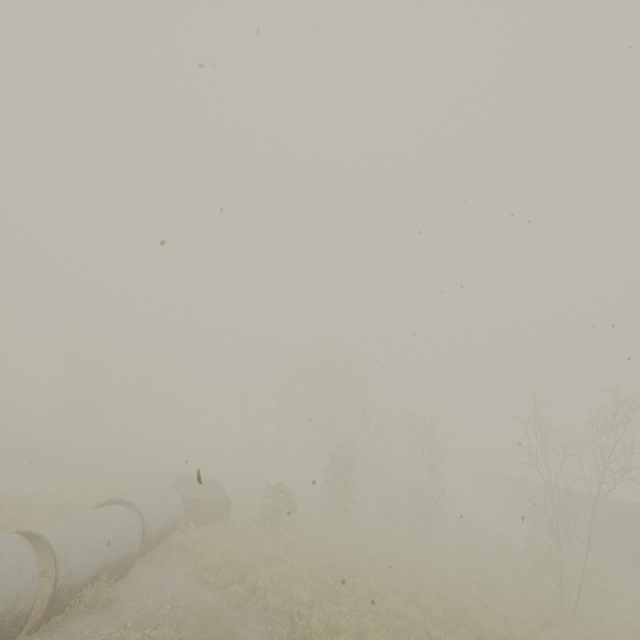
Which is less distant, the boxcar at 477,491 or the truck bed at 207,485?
the truck bed at 207,485

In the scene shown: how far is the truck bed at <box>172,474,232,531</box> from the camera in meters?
16.4

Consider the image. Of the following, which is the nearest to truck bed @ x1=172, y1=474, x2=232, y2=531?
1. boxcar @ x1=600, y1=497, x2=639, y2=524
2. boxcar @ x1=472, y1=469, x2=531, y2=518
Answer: boxcar @ x1=600, y1=497, x2=639, y2=524

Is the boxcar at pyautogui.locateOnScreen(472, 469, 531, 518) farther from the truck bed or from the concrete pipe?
the concrete pipe

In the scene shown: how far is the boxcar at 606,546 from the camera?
22.5 meters

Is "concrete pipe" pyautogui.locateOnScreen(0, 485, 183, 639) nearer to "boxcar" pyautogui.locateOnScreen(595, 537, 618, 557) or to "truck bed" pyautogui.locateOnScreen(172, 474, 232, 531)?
"truck bed" pyautogui.locateOnScreen(172, 474, 232, 531)

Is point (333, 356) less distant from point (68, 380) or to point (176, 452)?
point (176, 452)

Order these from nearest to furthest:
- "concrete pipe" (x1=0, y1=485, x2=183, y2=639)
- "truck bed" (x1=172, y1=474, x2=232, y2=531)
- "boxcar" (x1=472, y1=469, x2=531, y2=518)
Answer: "concrete pipe" (x1=0, y1=485, x2=183, y2=639)
"truck bed" (x1=172, y1=474, x2=232, y2=531)
"boxcar" (x1=472, y1=469, x2=531, y2=518)
